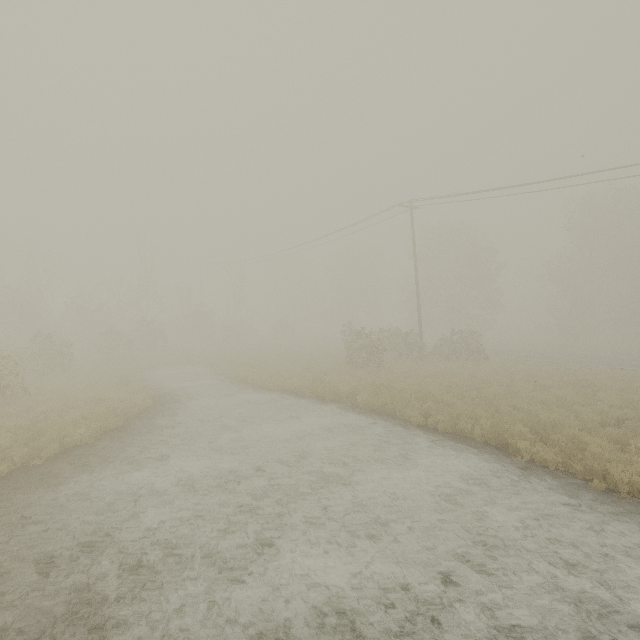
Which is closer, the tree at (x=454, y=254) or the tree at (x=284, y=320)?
the tree at (x=454, y=254)

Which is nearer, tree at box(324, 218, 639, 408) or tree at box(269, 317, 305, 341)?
tree at box(324, 218, 639, 408)

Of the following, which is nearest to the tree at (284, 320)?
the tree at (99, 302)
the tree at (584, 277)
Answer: the tree at (584, 277)

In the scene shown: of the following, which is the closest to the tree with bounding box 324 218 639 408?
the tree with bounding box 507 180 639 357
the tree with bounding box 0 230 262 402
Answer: the tree with bounding box 507 180 639 357

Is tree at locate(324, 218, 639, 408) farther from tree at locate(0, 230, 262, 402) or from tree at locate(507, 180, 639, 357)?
tree at locate(0, 230, 262, 402)

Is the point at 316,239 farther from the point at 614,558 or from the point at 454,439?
the point at 614,558
